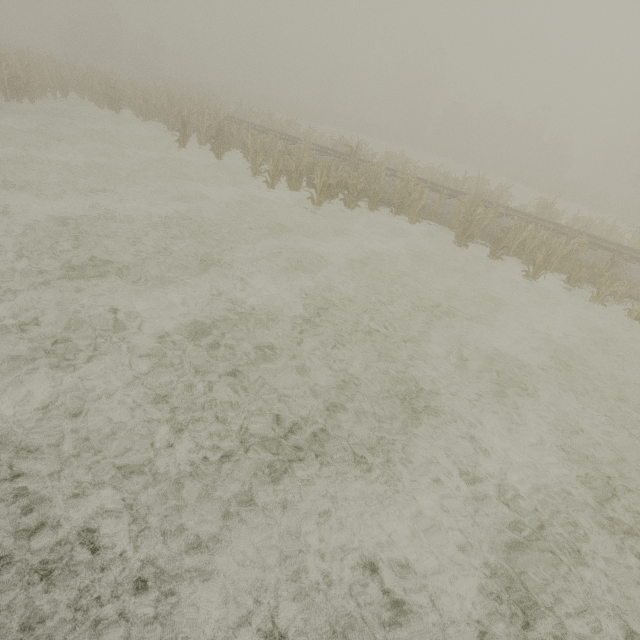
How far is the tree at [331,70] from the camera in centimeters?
5534cm

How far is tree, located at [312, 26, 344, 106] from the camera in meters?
55.3 m

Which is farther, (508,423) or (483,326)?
(483,326)
